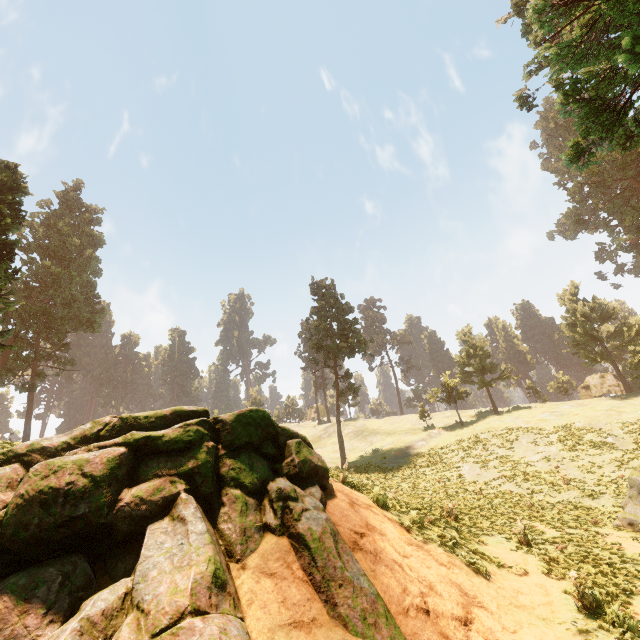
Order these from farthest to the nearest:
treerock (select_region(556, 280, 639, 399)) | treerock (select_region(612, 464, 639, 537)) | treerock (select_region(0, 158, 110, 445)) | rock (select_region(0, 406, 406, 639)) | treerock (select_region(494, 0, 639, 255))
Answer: treerock (select_region(556, 280, 639, 399)) → treerock (select_region(0, 158, 110, 445)) → treerock (select_region(612, 464, 639, 537)) → treerock (select_region(494, 0, 639, 255)) → rock (select_region(0, 406, 406, 639))

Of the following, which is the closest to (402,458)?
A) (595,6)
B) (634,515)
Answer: (634,515)

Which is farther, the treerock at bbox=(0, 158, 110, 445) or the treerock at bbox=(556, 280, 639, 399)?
the treerock at bbox=(556, 280, 639, 399)

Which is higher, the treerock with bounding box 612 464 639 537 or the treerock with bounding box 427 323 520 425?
the treerock with bounding box 427 323 520 425

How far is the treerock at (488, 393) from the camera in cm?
4447

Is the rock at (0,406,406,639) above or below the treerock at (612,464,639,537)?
above

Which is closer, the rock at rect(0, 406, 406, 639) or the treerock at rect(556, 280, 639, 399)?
the rock at rect(0, 406, 406, 639)
